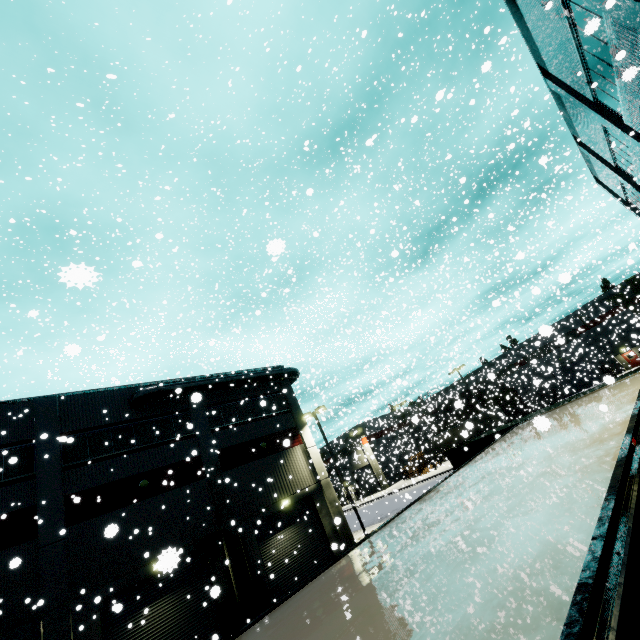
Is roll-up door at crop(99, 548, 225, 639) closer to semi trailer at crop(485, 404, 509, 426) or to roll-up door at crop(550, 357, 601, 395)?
semi trailer at crop(485, 404, 509, 426)

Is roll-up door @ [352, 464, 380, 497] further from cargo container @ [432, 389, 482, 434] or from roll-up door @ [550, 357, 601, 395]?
roll-up door @ [550, 357, 601, 395]

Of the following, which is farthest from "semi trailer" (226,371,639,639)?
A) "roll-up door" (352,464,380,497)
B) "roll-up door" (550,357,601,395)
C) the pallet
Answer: "roll-up door" (550,357,601,395)

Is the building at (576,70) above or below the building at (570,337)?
above

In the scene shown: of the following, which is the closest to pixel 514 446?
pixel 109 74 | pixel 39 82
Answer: pixel 109 74

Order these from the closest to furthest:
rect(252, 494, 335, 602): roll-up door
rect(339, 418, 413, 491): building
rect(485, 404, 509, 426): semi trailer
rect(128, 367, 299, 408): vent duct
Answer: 1. rect(252, 494, 335, 602): roll-up door
2. rect(128, 367, 299, 408): vent duct
3. rect(485, 404, 509, 426): semi trailer
4. rect(339, 418, 413, 491): building

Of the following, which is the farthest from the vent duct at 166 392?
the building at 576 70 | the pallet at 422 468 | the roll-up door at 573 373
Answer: the roll-up door at 573 373

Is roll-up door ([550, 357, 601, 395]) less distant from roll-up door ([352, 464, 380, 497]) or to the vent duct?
roll-up door ([352, 464, 380, 497])
